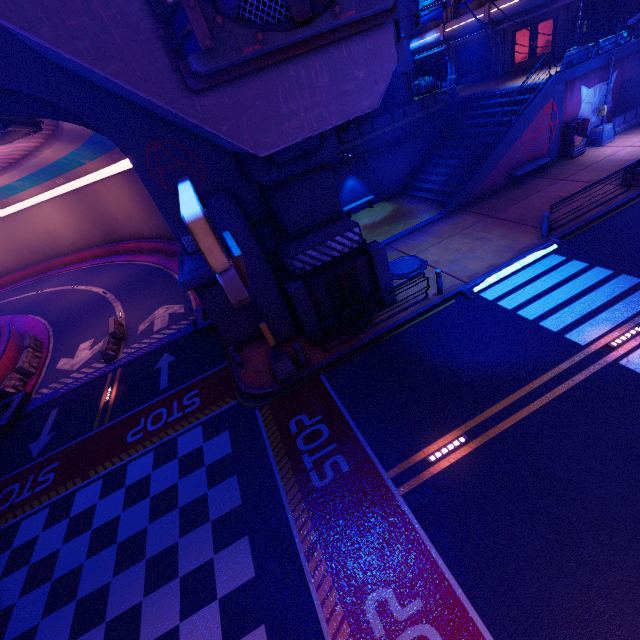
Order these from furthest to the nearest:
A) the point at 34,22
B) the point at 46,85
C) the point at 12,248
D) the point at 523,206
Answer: the point at 12,248, the point at 523,206, the point at 46,85, the point at 34,22

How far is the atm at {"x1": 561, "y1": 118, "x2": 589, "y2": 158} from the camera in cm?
1872

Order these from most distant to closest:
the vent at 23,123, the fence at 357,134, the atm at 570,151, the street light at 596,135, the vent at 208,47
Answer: the fence at 357,134 < the atm at 570,151 < the street light at 596,135 < the vent at 23,123 < the vent at 208,47

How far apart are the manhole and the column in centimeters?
1170cm

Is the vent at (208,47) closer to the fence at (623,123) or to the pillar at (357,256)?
the pillar at (357,256)

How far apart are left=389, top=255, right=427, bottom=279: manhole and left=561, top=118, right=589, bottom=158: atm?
12.76m

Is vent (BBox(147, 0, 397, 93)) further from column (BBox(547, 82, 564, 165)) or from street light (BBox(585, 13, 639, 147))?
street light (BBox(585, 13, 639, 147))

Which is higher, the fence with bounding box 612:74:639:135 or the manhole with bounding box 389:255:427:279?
the fence with bounding box 612:74:639:135
